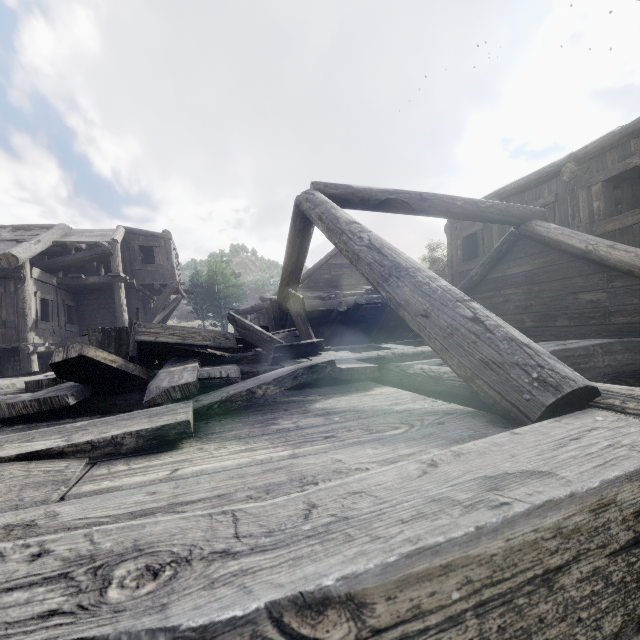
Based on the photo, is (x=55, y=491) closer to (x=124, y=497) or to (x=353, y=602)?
(x=124, y=497)

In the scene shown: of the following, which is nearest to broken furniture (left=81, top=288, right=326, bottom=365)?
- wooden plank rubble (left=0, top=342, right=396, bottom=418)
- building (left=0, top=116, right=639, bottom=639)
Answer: wooden plank rubble (left=0, top=342, right=396, bottom=418)

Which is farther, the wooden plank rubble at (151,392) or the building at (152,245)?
the building at (152,245)

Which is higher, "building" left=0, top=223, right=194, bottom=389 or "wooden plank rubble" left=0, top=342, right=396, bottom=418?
"building" left=0, top=223, right=194, bottom=389

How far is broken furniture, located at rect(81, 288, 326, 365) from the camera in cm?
347

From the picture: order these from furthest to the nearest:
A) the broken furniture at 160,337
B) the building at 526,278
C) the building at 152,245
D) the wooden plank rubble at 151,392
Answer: the building at 152,245 < the broken furniture at 160,337 < the wooden plank rubble at 151,392 < the building at 526,278

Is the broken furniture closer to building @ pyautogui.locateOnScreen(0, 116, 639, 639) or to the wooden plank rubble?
the wooden plank rubble
